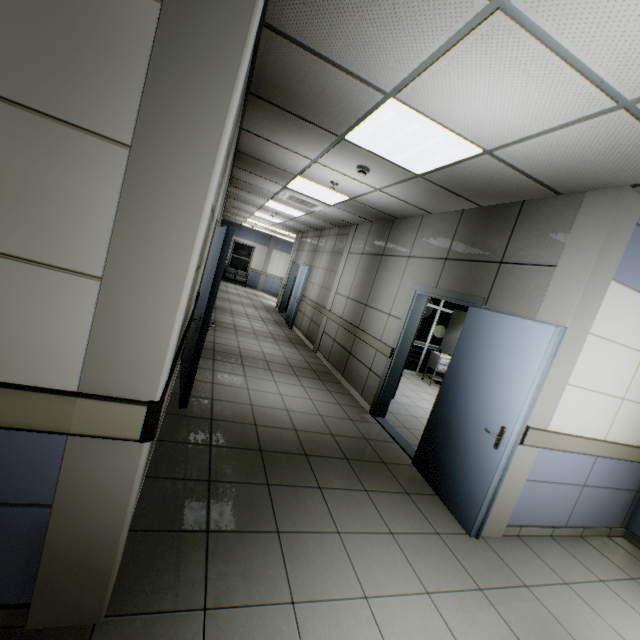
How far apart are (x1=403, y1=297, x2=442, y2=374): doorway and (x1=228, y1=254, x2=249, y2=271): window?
11.6 meters

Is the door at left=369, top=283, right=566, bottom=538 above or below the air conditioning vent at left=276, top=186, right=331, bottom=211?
below

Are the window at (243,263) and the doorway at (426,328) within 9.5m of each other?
no

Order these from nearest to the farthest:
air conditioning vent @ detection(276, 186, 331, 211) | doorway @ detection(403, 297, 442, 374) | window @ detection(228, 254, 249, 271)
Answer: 1. air conditioning vent @ detection(276, 186, 331, 211)
2. doorway @ detection(403, 297, 442, 374)
3. window @ detection(228, 254, 249, 271)

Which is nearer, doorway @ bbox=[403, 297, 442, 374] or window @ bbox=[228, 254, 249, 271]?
doorway @ bbox=[403, 297, 442, 374]

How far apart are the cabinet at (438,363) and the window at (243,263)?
13.0 meters

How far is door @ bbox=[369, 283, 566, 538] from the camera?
2.8 meters

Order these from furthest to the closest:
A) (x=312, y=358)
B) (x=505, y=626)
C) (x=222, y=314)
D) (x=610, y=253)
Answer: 1. (x=222, y=314)
2. (x=312, y=358)
3. (x=610, y=253)
4. (x=505, y=626)
